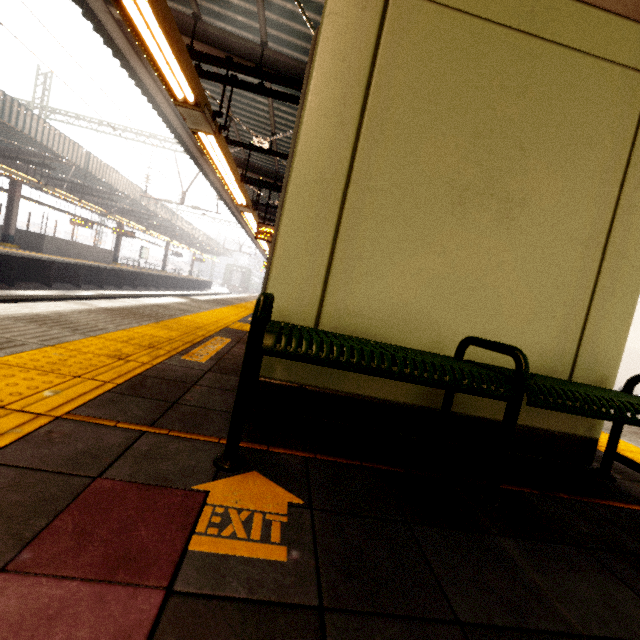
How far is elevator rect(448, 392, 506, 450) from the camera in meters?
2.1

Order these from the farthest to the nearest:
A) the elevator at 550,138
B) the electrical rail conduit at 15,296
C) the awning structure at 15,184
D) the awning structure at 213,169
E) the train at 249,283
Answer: the train at 249,283, the awning structure at 15,184, the electrical rail conduit at 15,296, the awning structure at 213,169, the elevator at 550,138

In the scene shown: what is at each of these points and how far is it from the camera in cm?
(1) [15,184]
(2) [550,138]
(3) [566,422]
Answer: (1) awning structure, 1559
(2) elevator, 198
(3) elevator, 215

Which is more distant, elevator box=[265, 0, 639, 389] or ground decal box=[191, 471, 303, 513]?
elevator box=[265, 0, 639, 389]

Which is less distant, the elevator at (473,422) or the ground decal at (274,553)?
the ground decal at (274,553)

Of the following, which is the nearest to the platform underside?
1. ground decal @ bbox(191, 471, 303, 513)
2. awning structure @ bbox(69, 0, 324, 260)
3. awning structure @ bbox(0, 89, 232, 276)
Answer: awning structure @ bbox(0, 89, 232, 276)

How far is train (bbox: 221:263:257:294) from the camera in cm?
4978

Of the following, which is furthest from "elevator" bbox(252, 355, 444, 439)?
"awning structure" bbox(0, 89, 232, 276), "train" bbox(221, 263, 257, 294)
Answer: "train" bbox(221, 263, 257, 294)
